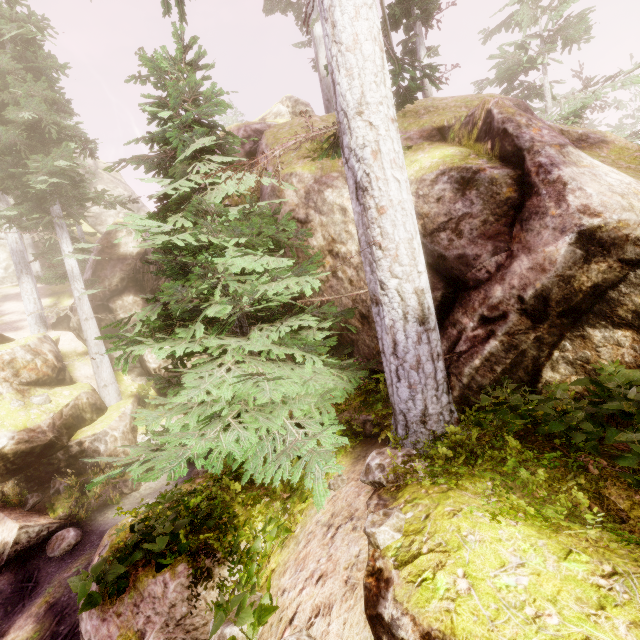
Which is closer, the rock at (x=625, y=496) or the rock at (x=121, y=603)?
the rock at (x=625, y=496)

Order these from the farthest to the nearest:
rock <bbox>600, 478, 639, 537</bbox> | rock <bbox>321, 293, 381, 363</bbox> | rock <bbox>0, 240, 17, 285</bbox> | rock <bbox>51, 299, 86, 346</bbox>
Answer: rock <bbox>0, 240, 17, 285</bbox> < rock <bbox>51, 299, 86, 346</bbox> < rock <bbox>321, 293, 381, 363</bbox> < rock <bbox>600, 478, 639, 537</bbox>

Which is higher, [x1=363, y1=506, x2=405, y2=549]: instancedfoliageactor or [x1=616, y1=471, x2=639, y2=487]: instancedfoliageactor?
[x1=616, y1=471, x2=639, y2=487]: instancedfoliageactor

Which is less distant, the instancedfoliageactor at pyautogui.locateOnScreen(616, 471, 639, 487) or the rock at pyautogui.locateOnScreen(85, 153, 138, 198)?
the instancedfoliageactor at pyautogui.locateOnScreen(616, 471, 639, 487)

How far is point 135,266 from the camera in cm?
1973

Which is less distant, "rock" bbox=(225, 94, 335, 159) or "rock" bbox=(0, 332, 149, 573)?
"rock" bbox=(225, 94, 335, 159)

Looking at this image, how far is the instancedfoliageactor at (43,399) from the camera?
13.2 meters
